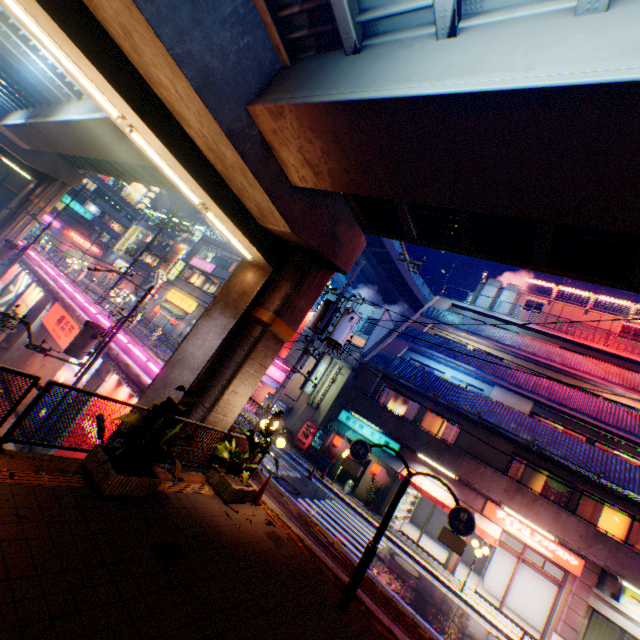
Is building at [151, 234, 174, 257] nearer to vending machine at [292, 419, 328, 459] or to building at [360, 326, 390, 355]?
building at [360, 326, 390, 355]

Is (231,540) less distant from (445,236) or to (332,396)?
(445,236)

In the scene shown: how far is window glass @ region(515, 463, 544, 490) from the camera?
16.5m

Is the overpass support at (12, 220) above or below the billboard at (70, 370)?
above

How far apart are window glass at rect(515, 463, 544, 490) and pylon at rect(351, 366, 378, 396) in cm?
838

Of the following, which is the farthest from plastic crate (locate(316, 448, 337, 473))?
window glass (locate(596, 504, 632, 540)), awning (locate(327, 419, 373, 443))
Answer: window glass (locate(596, 504, 632, 540))

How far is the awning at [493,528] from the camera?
15.1m

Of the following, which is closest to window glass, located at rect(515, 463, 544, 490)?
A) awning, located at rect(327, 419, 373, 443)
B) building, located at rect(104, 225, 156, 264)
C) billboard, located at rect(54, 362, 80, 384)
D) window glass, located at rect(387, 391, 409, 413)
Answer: awning, located at rect(327, 419, 373, 443)
